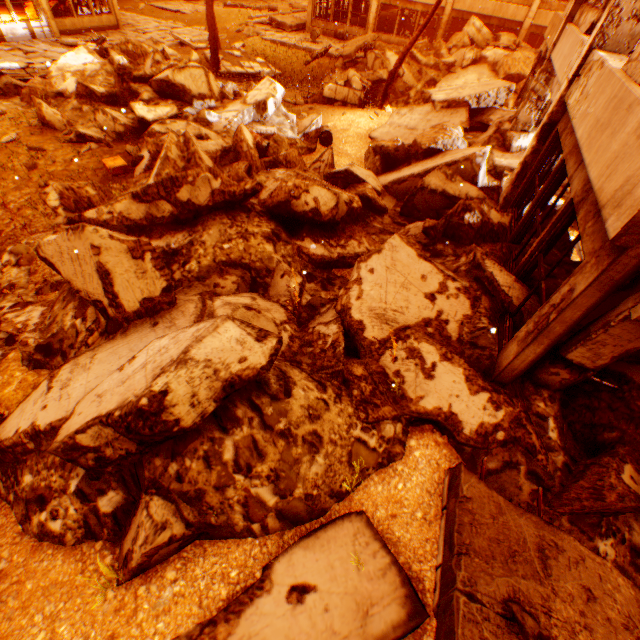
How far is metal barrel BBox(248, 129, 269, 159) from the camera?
8.81m

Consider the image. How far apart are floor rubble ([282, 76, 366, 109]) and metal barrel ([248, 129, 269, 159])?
6.4m

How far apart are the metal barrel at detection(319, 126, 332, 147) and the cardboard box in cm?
655

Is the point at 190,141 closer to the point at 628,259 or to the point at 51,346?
the point at 51,346

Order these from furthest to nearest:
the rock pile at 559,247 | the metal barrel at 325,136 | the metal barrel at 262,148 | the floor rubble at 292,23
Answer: the floor rubble at 292,23
the metal barrel at 325,136
the metal barrel at 262,148
the rock pile at 559,247

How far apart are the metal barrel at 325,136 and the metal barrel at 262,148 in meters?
2.9

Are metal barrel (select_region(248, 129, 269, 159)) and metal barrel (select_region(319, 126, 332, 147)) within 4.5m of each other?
yes

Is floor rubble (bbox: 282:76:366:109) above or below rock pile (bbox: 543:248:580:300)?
below
